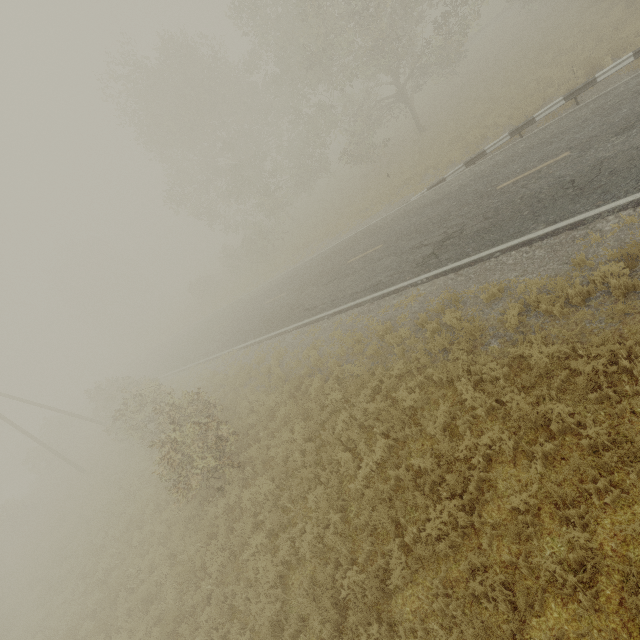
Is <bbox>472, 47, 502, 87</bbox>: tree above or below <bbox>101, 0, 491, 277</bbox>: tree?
below

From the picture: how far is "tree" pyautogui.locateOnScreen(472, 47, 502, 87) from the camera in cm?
2275

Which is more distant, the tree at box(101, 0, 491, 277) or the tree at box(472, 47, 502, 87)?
the tree at box(472, 47, 502, 87)

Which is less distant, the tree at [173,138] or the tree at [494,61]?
the tree at [173,138]

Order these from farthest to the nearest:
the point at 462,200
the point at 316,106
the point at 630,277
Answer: the point at 316,106, the point at 462,200, the point at 630,277

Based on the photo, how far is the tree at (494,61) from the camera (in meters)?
22.75
